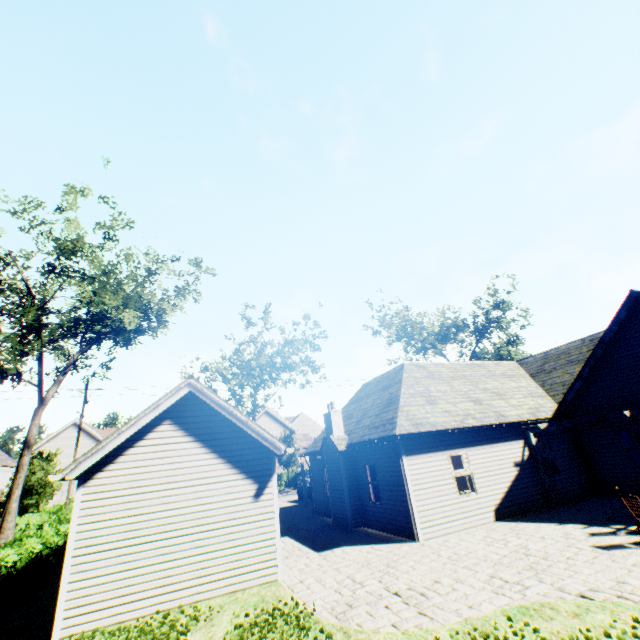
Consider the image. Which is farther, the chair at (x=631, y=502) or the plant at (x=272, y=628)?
the chair at (x=631, y=502)

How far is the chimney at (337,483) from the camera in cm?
1454

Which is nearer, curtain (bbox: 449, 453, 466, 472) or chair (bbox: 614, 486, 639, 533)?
chair (bbox: 614, 486, 639, 533)

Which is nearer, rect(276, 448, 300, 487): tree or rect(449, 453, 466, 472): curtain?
rect(449, 453, 466, 472): curtain

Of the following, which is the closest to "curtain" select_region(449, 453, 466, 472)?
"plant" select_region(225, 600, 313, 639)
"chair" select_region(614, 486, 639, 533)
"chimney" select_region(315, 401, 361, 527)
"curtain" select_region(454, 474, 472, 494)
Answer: "curtain" select_region(454, 474, 472, 494)

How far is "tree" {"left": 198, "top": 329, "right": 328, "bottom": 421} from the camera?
25.8 meters

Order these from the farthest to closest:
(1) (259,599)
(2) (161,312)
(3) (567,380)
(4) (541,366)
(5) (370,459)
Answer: (2) (161,312), (4) (541,366), (3) (567,380), (5) (370,459), (1) (259,599)

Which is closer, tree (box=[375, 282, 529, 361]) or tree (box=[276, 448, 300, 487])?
tree (box=[375, 282, 529, 361])
